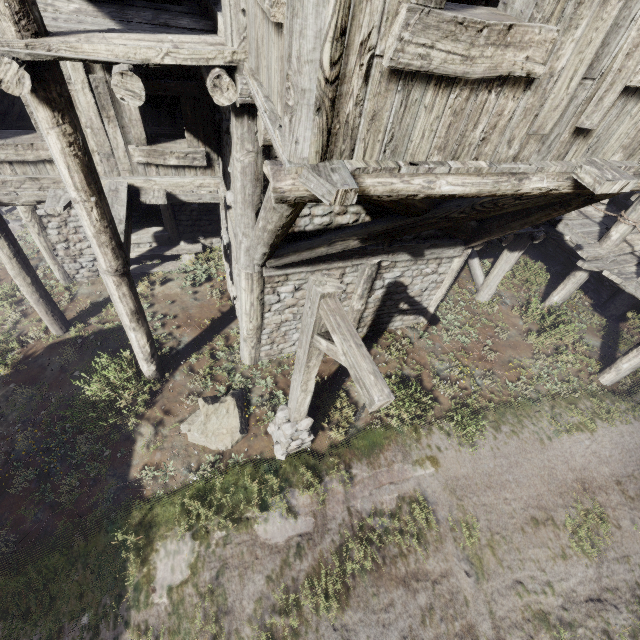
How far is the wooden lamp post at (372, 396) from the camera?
2.9 meters

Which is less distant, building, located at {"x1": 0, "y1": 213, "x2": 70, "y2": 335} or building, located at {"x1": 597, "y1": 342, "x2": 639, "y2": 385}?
building, located at {"x1": 0, "y1": 213, "x2": 70, "y2": 335}

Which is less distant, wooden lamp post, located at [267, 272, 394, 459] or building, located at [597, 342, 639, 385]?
wooden lamp post, located at [267, 272, 394, 459]

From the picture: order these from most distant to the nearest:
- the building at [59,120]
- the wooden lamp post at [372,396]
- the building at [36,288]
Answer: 1. the building at [36,288]
2. the wooden lamp post at [372,396]
3. the building at [59,120]

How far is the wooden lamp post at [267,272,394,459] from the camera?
2.92m

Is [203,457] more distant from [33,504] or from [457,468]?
[457,468]

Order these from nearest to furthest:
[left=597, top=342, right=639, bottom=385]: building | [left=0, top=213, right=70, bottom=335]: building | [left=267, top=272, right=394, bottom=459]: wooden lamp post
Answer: [left=267, top=272, right=394, bottom=459]: wooden lamp post < [left=0, top=213, right=70, bottom=335]: building < [left=597, top=342, right=639, bottom=385]: building
